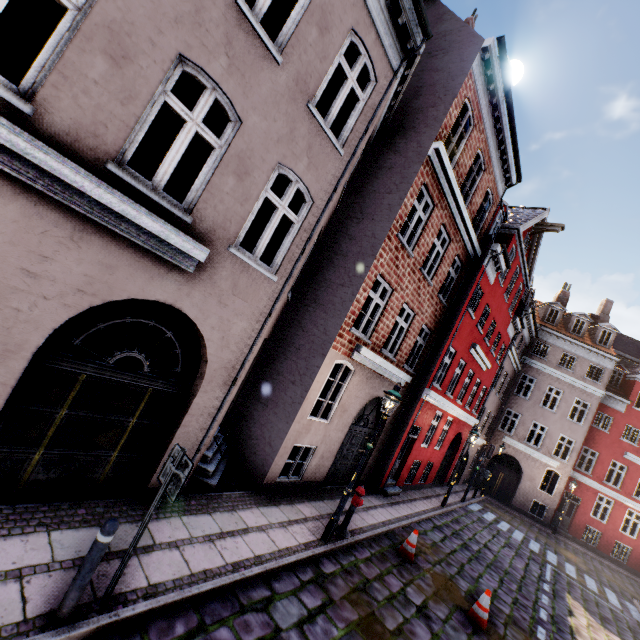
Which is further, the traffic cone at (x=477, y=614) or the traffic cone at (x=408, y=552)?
the traffic cone at (x=408, y=552)

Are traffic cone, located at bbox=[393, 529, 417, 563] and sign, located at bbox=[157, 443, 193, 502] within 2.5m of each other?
no

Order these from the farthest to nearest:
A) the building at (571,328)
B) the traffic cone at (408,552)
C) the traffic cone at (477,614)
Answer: the traffic cone at (408,552)
the traffic cone at (477,614)
the building at (571,328)

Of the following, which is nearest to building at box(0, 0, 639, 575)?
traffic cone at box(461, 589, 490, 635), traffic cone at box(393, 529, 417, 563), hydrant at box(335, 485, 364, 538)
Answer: hydrant at box(335, 485, 364, 538)

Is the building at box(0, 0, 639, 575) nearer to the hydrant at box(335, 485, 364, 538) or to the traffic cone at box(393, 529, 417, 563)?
the hydrant at box(335, 485, 364, 538)

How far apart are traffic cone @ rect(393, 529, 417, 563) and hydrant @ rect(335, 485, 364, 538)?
1.7m

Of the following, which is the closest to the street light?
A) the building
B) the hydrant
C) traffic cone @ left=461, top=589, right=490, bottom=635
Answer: the hydrant

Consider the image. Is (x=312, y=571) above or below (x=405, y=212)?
below
